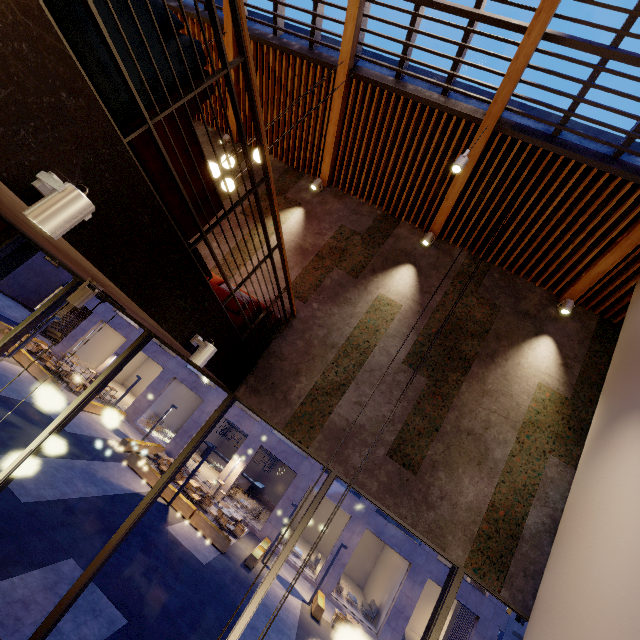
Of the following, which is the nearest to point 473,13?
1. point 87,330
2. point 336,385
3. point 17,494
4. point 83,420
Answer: point 336,385

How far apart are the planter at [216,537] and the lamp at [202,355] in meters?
13.7

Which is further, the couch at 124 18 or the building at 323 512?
the building at 323 512

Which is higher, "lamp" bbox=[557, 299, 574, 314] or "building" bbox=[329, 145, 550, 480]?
"lamp" bbox=[557, 299, 574, 314]

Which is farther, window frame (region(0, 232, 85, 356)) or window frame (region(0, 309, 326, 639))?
window frame (region(0, 232, 85, 356))

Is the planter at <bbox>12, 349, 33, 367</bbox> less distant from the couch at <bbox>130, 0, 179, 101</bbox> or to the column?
the couch at <bbox>130, 0, 179, 101</bbox>

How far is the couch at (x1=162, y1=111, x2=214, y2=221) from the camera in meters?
2.2 m

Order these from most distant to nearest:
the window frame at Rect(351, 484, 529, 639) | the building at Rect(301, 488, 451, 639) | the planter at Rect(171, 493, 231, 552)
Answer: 1. the building at Rect(301, 488, 451, 639)
2. the planter at Rect(171, 493, 231, 552)
3. the window frame at Rect(351, 484, 529, 639)
